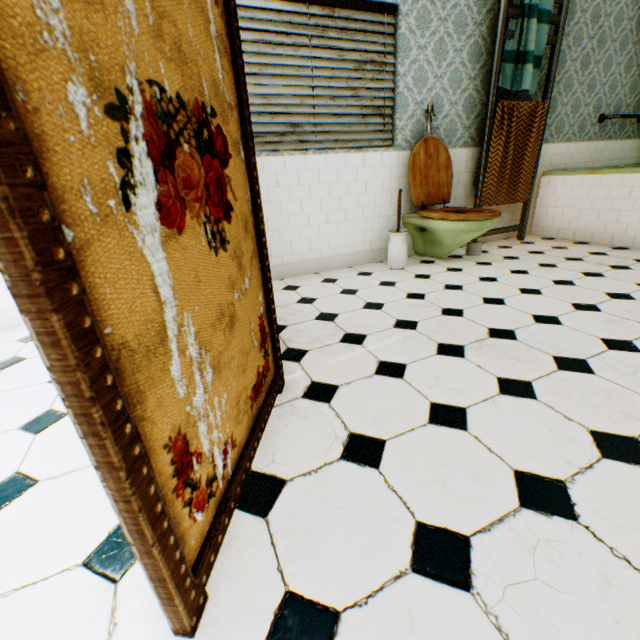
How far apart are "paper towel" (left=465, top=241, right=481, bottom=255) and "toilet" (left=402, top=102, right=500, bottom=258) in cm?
30

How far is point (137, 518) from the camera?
0.6 meters

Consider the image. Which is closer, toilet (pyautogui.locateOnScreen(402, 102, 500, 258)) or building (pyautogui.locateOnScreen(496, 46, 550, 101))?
toilet (pyautogui.locateOnScreen(402, 102, 500, 258))

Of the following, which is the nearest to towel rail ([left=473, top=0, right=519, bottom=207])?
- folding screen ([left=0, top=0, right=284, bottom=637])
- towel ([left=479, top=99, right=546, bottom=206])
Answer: towel ([left=479, top=99, right=546, bottom=206])

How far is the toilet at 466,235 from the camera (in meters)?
3.03

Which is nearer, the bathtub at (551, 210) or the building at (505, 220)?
the bathtub at (551, 210)

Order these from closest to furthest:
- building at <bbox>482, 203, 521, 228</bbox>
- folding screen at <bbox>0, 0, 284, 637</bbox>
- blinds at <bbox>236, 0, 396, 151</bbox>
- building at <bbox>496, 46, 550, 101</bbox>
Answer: folding screen at <bbox>0, 0, 284, 637</bbox>, blinds at <bbox>236, 0, 396, 151</bbox>, building at <bbox>496, 46, 550, 101</bbox>, building at <bbox>482, 203, 521, 228</bbox>

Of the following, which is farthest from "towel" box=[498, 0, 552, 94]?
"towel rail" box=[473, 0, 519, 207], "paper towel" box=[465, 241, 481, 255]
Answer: "paper towel" box=[465, 241, 481, 255]
